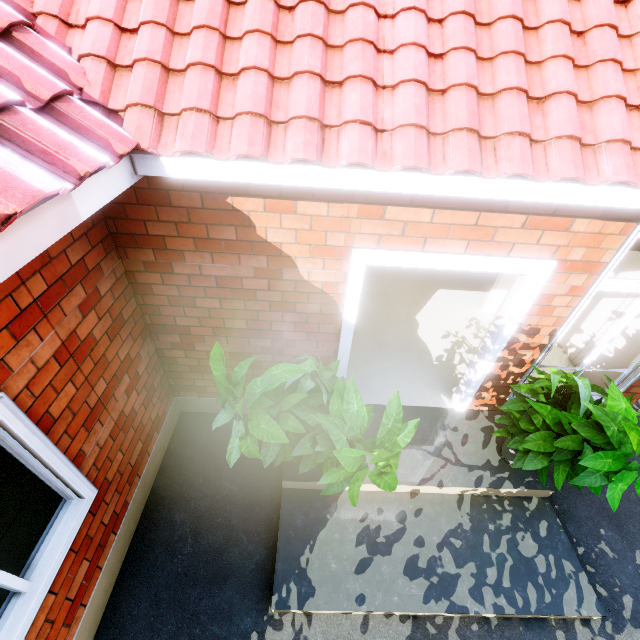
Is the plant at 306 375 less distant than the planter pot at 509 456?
Yes

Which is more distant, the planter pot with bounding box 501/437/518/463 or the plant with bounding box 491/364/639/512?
the planter pot with bounding box 501/437/518/463

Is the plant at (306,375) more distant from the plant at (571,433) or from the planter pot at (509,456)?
the planter pot at (509,456)

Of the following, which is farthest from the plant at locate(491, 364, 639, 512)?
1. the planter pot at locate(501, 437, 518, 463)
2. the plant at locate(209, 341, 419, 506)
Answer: the plant at locate(209, 341, 419, 506)

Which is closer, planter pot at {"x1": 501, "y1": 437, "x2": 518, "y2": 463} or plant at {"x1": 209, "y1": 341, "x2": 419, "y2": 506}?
plant at {"x1": 209, "y1": 341, "x2": 419, "y2": 506}

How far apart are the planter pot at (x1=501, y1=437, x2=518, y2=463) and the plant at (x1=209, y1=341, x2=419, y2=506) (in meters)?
1.76

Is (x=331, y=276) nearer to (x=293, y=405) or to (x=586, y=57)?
(x=293, y=405)
